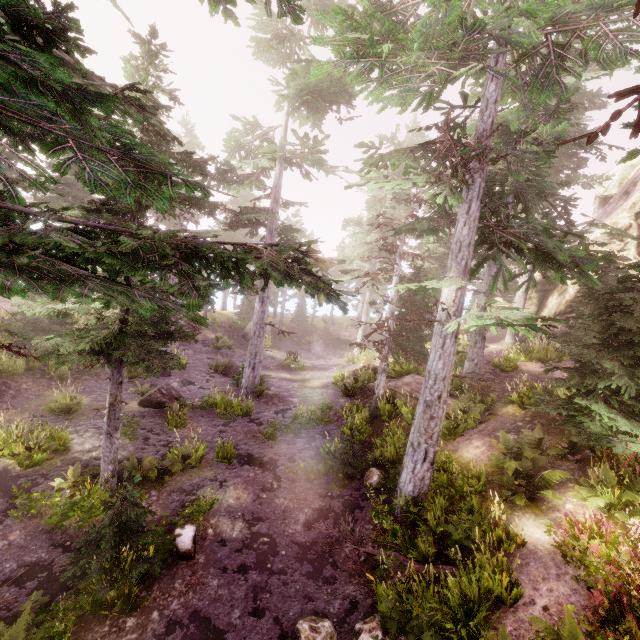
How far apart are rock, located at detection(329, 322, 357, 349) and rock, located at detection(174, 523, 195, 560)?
26.3 meters

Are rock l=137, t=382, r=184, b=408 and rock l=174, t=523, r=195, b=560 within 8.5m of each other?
yes

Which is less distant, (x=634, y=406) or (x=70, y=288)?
(x=70, y=288)

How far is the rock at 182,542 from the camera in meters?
7.8

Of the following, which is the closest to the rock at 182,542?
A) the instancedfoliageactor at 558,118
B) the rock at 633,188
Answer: the instancedfoliageactor at 558,118

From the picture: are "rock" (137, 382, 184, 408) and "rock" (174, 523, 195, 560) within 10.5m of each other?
yes

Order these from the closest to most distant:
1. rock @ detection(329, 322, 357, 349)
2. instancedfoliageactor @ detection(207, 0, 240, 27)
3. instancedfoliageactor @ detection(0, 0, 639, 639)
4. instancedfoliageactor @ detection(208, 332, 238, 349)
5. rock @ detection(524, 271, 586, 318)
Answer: instancedfoliageactor @ detection(0, 0, 639, 639), instancedfoliageactor @ detection(207, 0, 240, 27), rock @ detection(524, 271, 586, 318), instancedfoliageactor @ detection(208, 332, 238, 349), rock @ detection(329, 322, 357, 349)

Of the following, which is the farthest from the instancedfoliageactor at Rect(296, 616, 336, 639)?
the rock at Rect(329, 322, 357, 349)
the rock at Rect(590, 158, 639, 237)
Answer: the rock at Rect(329, 322, 357, 349)
